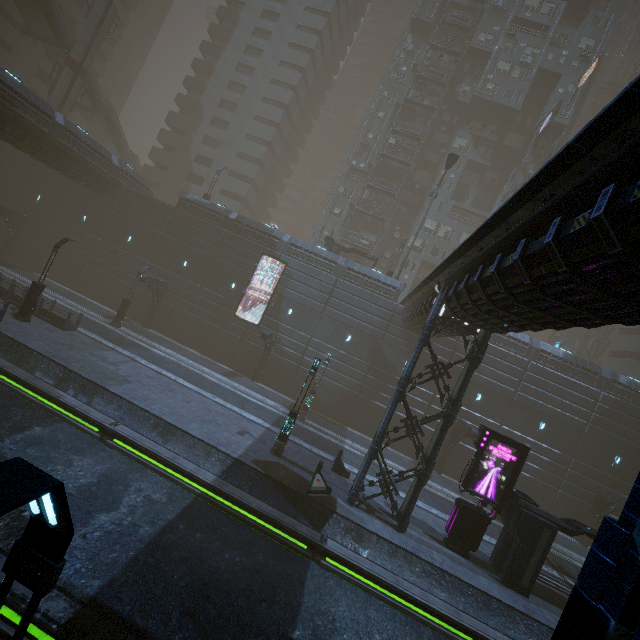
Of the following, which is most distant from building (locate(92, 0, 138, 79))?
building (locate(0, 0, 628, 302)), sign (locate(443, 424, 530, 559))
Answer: sign (locate(443, 424, 530, 559))

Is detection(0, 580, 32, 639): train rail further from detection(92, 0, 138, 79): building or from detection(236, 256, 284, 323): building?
detection(92, 0, 138, 79): building

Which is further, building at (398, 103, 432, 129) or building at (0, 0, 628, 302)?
building at (398, 103, 432, 129)

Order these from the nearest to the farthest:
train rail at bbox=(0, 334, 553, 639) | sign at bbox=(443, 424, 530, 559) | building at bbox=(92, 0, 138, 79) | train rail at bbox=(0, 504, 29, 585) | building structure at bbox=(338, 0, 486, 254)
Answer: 1. train rail at bbox=(0, 504, 29, 585)
2. train rail at bbox=(0, 334, 553, 639)
3. sign at bbox=(443, 424, 530, 559)
4. building structure at bbox=(338, 0, 486, 254)
5. building at bbox=(92, 0, 138, 79)

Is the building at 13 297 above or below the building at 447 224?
below

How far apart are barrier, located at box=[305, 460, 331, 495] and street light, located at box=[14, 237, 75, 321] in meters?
19.3

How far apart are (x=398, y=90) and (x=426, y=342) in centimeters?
4501cm

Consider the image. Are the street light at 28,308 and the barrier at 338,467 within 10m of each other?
no
